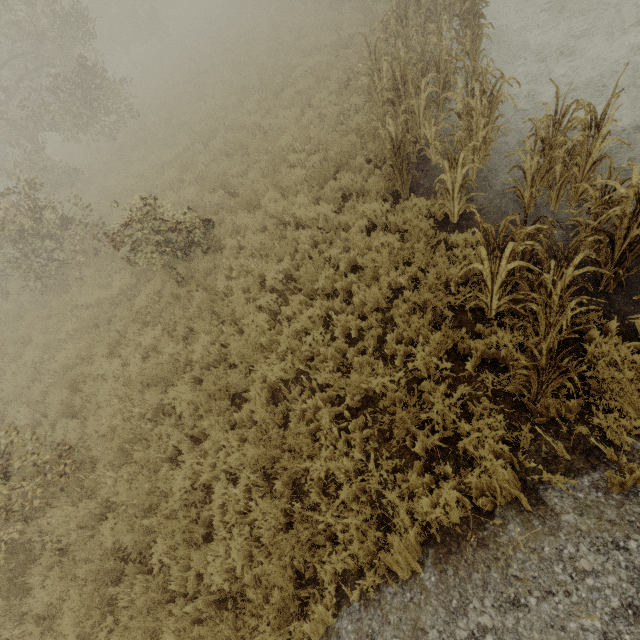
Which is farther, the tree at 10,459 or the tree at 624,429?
the tree at 10,459

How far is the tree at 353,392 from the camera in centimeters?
459cm

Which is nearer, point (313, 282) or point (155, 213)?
point (313, 282)

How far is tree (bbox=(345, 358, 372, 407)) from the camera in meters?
4.6

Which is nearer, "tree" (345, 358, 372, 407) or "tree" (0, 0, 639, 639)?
"tree" (0, 0, 639, 639)

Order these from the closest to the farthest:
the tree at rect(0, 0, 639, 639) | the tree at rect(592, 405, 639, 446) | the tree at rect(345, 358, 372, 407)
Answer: the tree at rect(592, 405, 639, 446)
the tree at rect(0, 0, 639, 639)
the tree at rect(345, 358, 372, 407)
